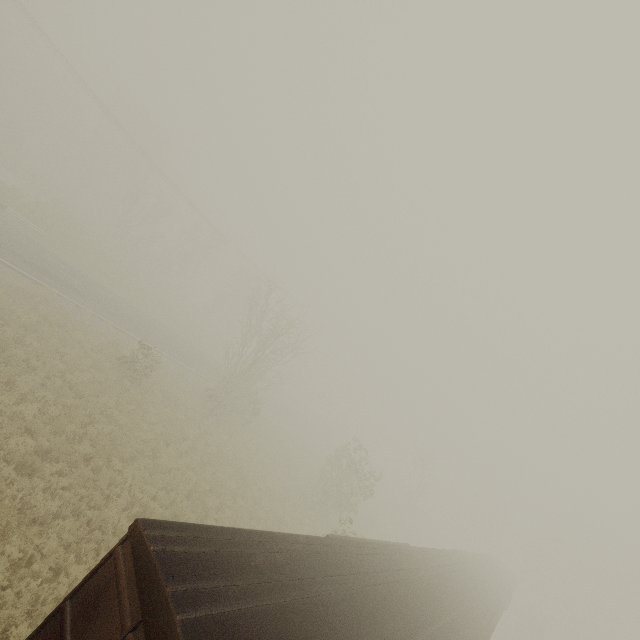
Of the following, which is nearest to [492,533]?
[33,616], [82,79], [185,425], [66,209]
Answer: [185,425]
